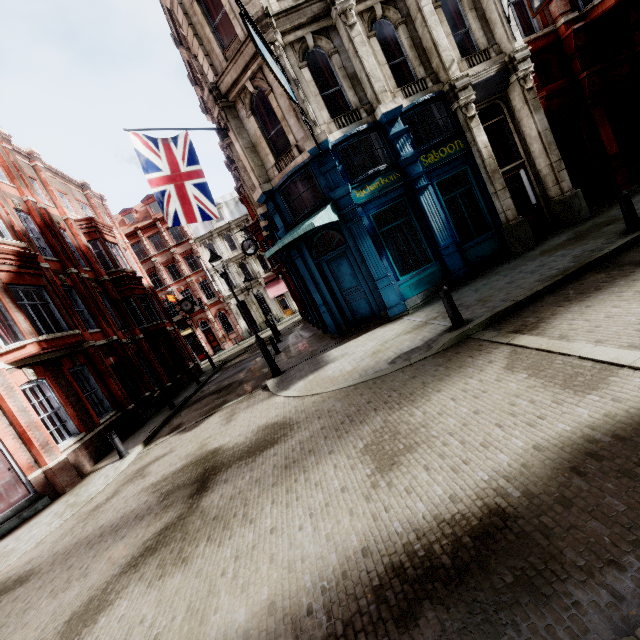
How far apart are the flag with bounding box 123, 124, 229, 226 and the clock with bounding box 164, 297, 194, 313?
17.52m

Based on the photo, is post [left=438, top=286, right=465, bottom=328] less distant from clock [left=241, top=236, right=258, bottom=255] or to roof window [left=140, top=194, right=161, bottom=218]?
clock [left=241, top=236, right=258, bottom=255]

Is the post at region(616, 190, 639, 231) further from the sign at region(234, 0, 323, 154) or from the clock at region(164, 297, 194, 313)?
the clock at region(164, 297, 194, 313)

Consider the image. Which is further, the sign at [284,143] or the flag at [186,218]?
the sign at [284,143]

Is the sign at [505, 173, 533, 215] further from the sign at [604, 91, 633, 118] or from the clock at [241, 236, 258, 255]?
the clock at [241, 236, 258, 255]

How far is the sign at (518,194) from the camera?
11.85m

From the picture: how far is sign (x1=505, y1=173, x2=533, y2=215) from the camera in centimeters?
1185cm

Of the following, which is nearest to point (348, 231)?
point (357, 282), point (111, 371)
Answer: point (357, 282)
